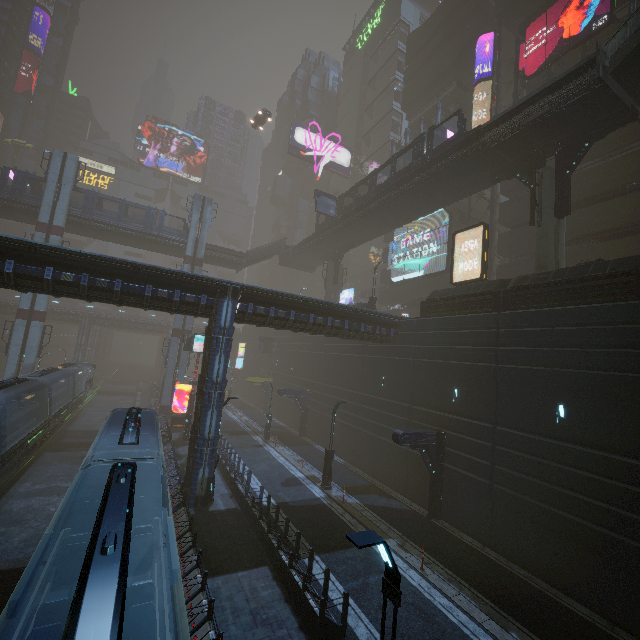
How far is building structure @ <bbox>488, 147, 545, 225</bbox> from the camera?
20.3 meters

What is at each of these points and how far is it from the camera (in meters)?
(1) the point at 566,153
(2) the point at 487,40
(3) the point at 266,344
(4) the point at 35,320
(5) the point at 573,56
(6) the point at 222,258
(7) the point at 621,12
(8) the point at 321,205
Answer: (1) building structure, 18.89
(2) building, 35.00
(3) sign, 44.66
(4) sm, 32.03
(5) building, 27.23
(6) bridge, 42.69
(7) building, 24.91
(8) sign, 35.72

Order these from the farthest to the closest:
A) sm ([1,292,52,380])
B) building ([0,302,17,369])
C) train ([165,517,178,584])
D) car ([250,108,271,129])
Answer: building ([0,302,17,369]), car ([250,108,271,129]), sm ([1,292,52,380]), train ([165,517,178,584])

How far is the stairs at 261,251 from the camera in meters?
44.7 m

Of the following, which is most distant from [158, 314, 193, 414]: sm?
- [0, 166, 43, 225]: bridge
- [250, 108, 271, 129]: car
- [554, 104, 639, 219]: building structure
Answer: [554, 104, 639, 219]: building structure

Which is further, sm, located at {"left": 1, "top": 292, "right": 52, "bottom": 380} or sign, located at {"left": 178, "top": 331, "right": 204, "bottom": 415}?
sm, located at {"left": 1, "top": 292, "right": 52, "bottom": 380}

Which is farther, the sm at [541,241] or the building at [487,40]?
the building at [487,40]

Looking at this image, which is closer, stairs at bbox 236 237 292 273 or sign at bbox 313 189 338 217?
sign at bbox 313 189 338 217
